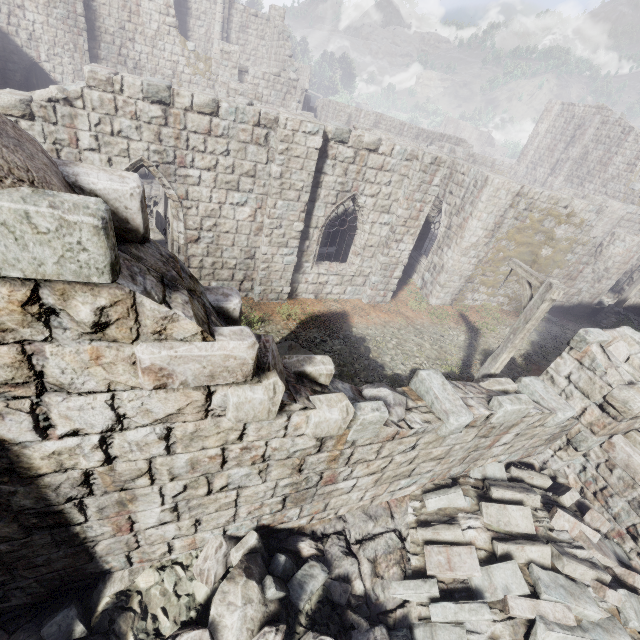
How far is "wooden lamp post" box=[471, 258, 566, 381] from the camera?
6.9m

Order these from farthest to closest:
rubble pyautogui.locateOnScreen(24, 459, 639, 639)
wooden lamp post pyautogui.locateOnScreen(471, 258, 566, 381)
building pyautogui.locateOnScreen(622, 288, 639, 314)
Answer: building pyautogui.locateOnScreen(622, 288, 639, 314), wooden lamp post pyautogui.locateOnScreen(471, 258, 566, 381), rubble pyautogui.locateOnScreen(24, 459, 639, 639)

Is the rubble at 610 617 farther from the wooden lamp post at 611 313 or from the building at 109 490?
the wooden lamp post at 611 313

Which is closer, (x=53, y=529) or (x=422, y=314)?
(x=53, y=529)

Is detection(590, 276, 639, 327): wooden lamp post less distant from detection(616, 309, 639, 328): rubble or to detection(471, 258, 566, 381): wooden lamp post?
detection(616, 309, 639, 328): rubble

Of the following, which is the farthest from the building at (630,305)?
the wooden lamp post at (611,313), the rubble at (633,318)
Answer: the wooden lamp post at (611,313)

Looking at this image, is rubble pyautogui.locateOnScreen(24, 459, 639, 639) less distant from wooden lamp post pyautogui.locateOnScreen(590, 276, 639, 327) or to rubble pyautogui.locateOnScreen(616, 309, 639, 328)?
wooden lamp post pyautogui.locateOnScreen(590, 276, 639, 327)

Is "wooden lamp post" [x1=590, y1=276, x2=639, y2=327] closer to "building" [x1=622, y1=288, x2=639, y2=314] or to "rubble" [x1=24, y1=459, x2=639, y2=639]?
"building" [x1=622, y1=288, x2=639, y2=314]
